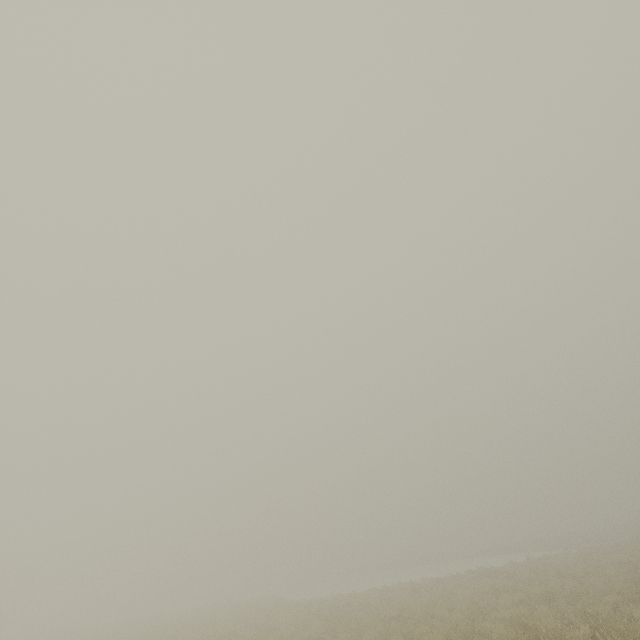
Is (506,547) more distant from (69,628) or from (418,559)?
(69,628)
